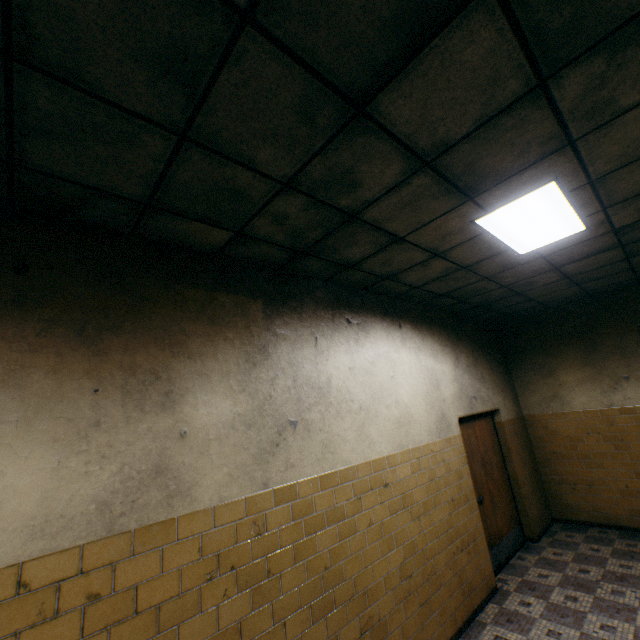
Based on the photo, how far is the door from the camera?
4.86m

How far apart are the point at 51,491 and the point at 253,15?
2.49m

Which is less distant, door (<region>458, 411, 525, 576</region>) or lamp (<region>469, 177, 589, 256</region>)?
lamp (<region>469, 177, 589, 256</region>)

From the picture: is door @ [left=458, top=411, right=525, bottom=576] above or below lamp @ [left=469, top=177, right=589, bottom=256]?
below

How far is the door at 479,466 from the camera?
4.9 meters

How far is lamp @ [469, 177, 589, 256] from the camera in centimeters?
263cm

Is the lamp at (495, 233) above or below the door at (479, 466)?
above
